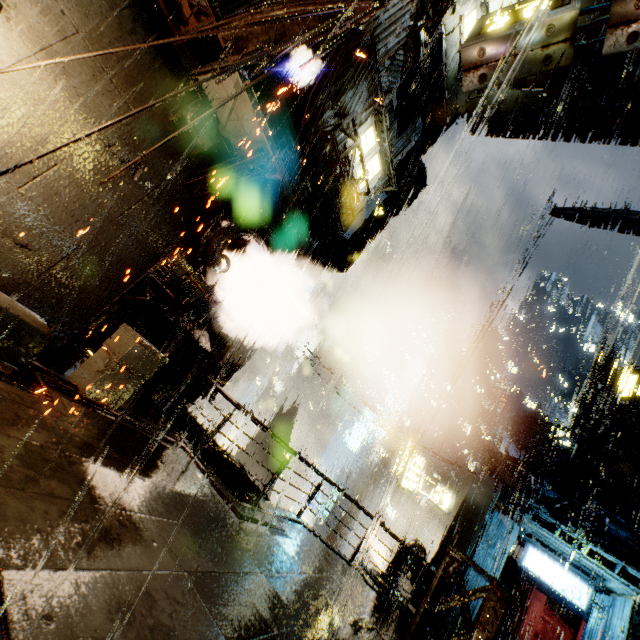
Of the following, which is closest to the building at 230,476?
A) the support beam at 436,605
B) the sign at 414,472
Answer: the support beam at 436,605

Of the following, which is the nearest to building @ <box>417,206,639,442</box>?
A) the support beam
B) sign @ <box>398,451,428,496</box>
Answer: the support beam

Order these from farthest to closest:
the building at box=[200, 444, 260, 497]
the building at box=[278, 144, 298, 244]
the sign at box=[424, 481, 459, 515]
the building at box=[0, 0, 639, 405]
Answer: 1. the sign at box=[424, 481, 459, 515]
2. the building at box=[278, 144, 298, 244]
3. the building at box=[200, 444, 260, 497]
4. the building at box=[0, 0, 639, 405]

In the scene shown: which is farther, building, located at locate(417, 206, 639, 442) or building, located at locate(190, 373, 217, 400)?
building, located at locate(417, 206, 639, 442)

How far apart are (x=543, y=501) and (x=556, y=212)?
20.8 meters

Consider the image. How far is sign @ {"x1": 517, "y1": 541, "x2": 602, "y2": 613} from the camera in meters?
13.9

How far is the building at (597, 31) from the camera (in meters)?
12.42

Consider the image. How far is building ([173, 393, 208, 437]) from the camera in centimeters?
1111cm
